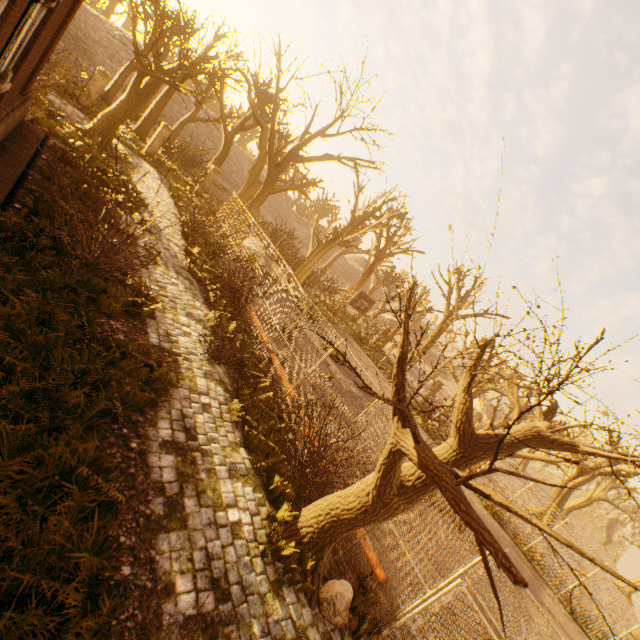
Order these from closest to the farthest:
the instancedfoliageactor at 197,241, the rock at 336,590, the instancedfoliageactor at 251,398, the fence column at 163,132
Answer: the rock at 336,590 < the instancedfoliageactor at 251,398 < the instancedfoliageactor at 197,241 < the fence column at 163,132

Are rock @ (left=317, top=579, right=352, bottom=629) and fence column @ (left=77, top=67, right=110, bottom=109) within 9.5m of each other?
no

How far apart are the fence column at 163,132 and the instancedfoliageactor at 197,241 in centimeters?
1436cm

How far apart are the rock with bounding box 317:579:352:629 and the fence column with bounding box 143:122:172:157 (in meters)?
25.67

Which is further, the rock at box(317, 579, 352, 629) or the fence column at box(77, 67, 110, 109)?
the fence column at box(77, 67, 110, 109)

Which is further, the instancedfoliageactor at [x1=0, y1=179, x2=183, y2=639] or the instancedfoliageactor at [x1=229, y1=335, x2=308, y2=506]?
the instancedfoliageactor at [x1=229, y1=335, x2=308, y2=506]

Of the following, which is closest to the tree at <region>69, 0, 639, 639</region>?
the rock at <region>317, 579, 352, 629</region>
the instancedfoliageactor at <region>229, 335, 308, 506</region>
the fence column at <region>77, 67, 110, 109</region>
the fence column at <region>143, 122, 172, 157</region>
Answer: the rock at <region>317, 579, 352, 629</region>

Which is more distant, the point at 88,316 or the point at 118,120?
the point at 118,120
